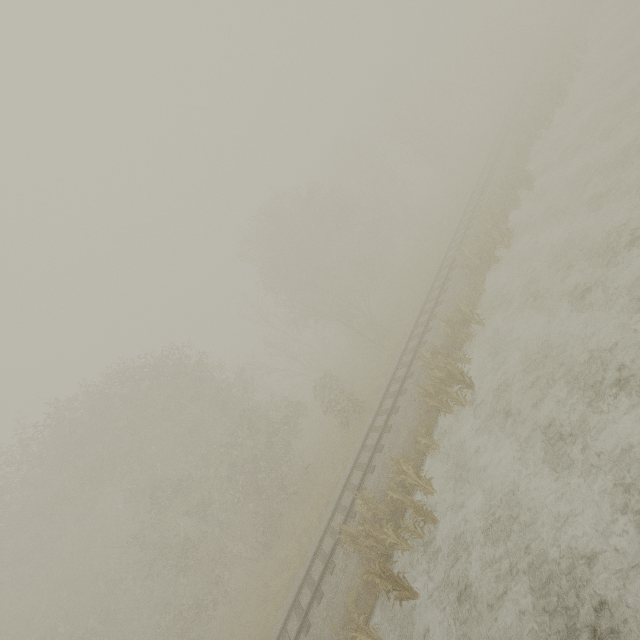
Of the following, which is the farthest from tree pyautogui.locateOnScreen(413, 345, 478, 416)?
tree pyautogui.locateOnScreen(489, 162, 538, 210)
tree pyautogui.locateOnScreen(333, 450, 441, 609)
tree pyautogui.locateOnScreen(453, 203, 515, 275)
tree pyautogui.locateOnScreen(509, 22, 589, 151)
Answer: tree pyautogui.locateOnScreen(509, 22, 589, 151)

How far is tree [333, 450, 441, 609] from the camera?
9.1m

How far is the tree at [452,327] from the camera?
14.25m

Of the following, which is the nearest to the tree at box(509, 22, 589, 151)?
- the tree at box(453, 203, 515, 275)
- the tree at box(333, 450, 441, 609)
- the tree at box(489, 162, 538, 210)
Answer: the tree at box(489, 162, 538, 210)

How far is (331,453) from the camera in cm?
2056

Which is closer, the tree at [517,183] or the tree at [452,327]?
the tree at [452,327]
